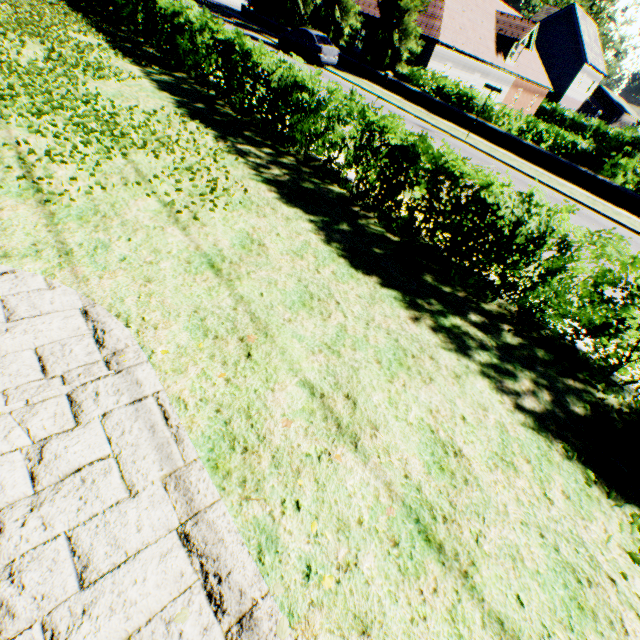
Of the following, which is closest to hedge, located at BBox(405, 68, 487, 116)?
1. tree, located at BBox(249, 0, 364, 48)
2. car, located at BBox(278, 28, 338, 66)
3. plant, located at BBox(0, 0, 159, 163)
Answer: tree, located at BBox(249, 0, 364, 48)

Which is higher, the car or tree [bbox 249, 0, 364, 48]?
tree [bbox 249, 0, 364, 48]

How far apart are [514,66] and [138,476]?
43.9 meters

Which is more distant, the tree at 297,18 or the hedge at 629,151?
the tree at 297,18

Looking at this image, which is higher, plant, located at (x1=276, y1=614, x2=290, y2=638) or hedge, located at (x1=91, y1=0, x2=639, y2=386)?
hedge, located at (x1=91, y1=0, x2=639, y2=386)

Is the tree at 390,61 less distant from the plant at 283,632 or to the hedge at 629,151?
the hedge at 629,151

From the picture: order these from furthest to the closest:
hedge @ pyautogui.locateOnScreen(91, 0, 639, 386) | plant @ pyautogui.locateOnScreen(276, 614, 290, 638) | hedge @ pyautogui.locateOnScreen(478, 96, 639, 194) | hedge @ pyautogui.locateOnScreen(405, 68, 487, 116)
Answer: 1. hedge @ pyautogui.locateOnScreen(405, 68, 487, 116)
2. hedge @ pyautogui.locateOnScreen(478, 96, 639, 194)
3. hedge @ pyautogui.locateOnScreen(91, 0, 639, 386)
4. plant @ pyautogui.locateOnScreen(276, 614, 290, 638)
